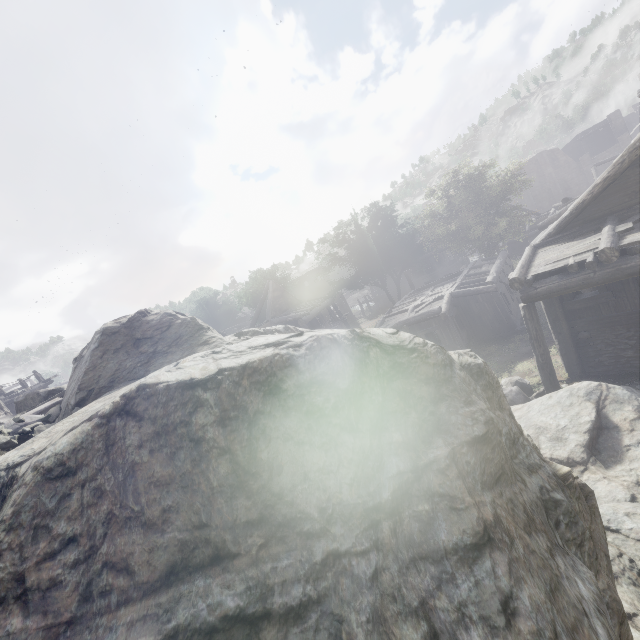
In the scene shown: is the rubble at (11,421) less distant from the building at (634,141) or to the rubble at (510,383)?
the building at (634,141)

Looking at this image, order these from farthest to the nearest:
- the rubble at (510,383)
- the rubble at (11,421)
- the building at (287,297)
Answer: the building at (287,297) < the rubble at (510,383) < the rubble at (11,421)

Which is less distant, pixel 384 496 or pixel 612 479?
pixel 384 496

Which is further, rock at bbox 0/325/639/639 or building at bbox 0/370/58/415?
building at bbox 0/370/58/415

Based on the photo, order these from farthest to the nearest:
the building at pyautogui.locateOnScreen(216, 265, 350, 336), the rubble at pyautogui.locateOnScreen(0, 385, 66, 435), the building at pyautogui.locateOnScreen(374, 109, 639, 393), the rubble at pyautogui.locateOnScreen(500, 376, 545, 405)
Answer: the building at pyautogui.locateOnScreen(216, 265, 350, 336), the rubble at pyautogui.locateOnScreen(500, 376, 545, 405), the building at pyautogui.locateOnScreen(374, 109, 639, 393), the rubble at pyautogui.locateOnScreen(0, 385, 66, 435)

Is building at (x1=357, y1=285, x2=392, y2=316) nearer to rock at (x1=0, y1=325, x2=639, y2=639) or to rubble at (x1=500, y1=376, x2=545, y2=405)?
rock at (x1=0, y1=325, x2=639, y2=639)

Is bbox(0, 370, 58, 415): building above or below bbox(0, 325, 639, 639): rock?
above
